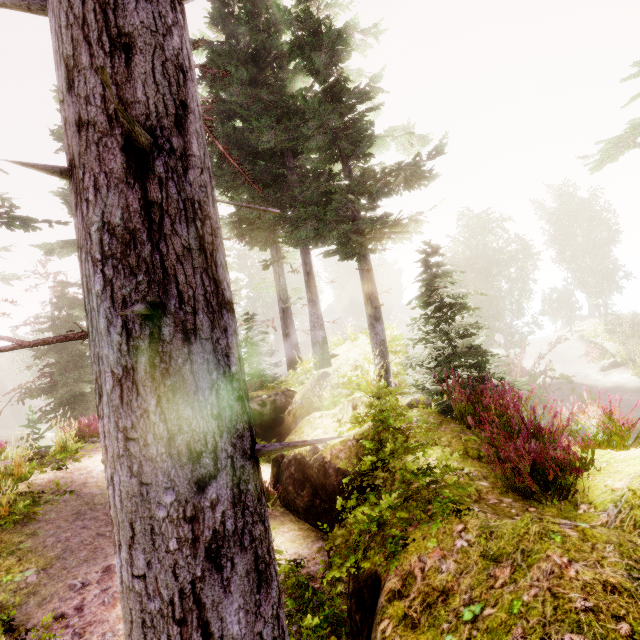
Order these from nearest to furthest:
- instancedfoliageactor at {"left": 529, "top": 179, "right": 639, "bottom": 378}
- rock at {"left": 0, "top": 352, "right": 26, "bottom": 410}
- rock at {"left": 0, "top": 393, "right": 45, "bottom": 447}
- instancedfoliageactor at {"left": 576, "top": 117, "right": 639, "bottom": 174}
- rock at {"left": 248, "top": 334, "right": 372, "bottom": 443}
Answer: instancedfoliageactor at {"left": 576, "top": 117, "right": 639, "bottom": 174} → rock at {"left": 248, "top": 334, "right": 372, "bottom": 443} → instancedfoliageactor at {"left": 529, "top": 179, "right": 639, "bottom": 378} → rock at {"left": 0, "top": 393, "right": 45, "bottom": 447} → rock at {"left": 0, "top": 352, "right": 26, "bottom": 410}

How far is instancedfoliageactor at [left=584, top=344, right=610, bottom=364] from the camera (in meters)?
21.82

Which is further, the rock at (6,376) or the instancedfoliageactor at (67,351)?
the rock at (6,376)

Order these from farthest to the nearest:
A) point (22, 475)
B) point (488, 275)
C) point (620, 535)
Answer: point (488, 275), point (22, 475), point (620, 535)

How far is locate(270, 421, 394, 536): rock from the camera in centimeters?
493cm

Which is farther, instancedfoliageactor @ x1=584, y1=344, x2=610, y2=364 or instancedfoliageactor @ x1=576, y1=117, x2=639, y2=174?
instancedfoliageactor @ x1=584, y1=344, x2=610, y2=364

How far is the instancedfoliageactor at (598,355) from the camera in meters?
21.8 m

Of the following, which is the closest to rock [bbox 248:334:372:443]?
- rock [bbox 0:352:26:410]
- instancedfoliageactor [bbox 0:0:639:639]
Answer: instancedfoliageactor [bbox 0:0:639:639]
